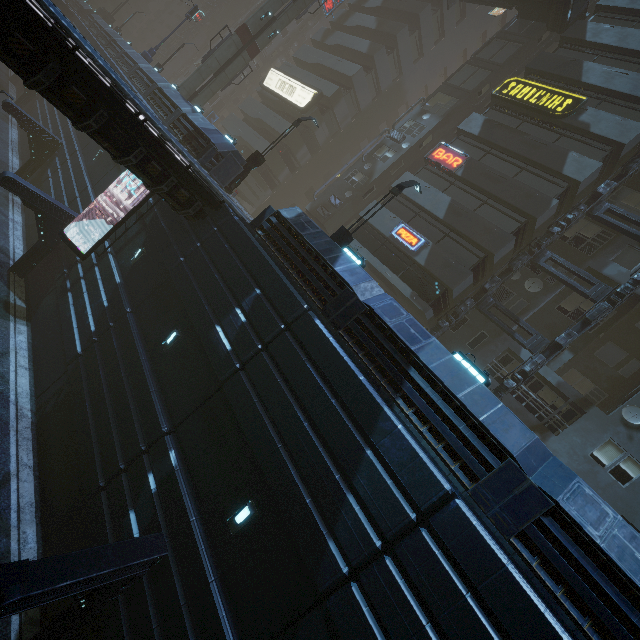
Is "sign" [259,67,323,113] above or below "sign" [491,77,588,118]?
below

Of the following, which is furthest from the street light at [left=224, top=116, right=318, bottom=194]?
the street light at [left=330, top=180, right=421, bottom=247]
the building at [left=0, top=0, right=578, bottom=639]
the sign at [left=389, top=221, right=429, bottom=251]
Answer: the street light at [left=330, top=180, right=421, bottom=247]

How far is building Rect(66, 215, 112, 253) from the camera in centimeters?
1685cm

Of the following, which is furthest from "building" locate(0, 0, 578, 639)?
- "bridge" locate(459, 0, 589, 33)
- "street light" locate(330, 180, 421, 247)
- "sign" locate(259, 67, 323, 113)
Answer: "street light" locate(330, 180, 421, 247)

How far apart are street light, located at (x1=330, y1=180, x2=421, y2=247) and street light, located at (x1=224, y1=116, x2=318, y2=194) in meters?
8.2 m

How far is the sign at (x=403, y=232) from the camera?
19.9m

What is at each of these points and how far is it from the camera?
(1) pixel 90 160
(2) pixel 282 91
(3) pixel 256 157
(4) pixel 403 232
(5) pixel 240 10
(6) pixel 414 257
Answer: (1) building, 21.84m
(2) sign, 36.38m
(3) street light, 18.67m
(4) sign, 20.70m
(5) building, 58.09m
(6) building, 19.84m

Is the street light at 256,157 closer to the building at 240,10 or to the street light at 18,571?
the building at 240,10
